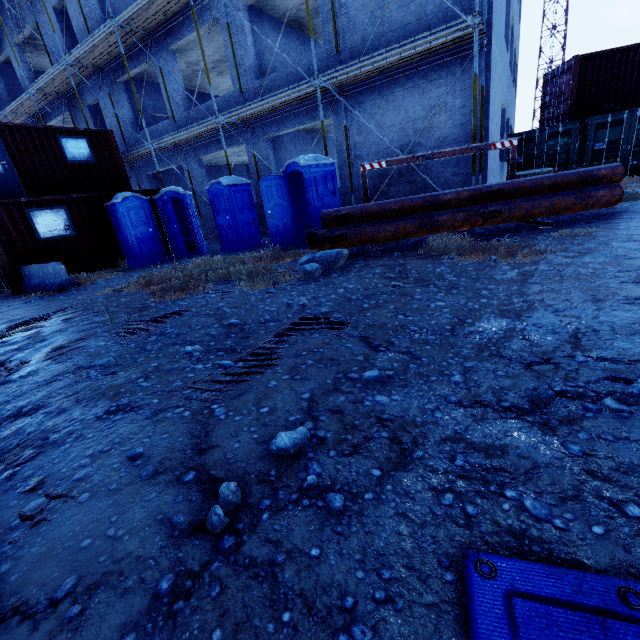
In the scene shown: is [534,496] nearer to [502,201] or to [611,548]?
[611,548]

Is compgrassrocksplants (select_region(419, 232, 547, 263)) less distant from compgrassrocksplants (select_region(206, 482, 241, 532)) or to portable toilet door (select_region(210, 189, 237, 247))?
compgrassrocksplants (select_region(206, 482, 241, 532))

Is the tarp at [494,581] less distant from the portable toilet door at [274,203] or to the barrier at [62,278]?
the portable toilet door at [274,203]

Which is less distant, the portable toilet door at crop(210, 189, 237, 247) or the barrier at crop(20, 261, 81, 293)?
the barrier at crop(20, 261, 81, 293)

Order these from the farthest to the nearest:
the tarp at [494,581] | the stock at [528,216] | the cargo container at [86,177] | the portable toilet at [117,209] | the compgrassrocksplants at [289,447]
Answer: the portable toilet at [117,209] < the cargo container at [86,177] < the stock at [528,216] < the compgrassrocksplants at [289,447] < the tarp at [494,581]

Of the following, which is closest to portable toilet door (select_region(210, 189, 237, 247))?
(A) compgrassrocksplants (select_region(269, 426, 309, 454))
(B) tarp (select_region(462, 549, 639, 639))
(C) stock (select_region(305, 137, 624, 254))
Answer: (C) stock (select_region(305, 137, 624, 254))

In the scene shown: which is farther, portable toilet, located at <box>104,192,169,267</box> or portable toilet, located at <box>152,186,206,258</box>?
portable toilet, located at <box>152,186,206,258</box>

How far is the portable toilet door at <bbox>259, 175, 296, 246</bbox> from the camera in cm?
900
